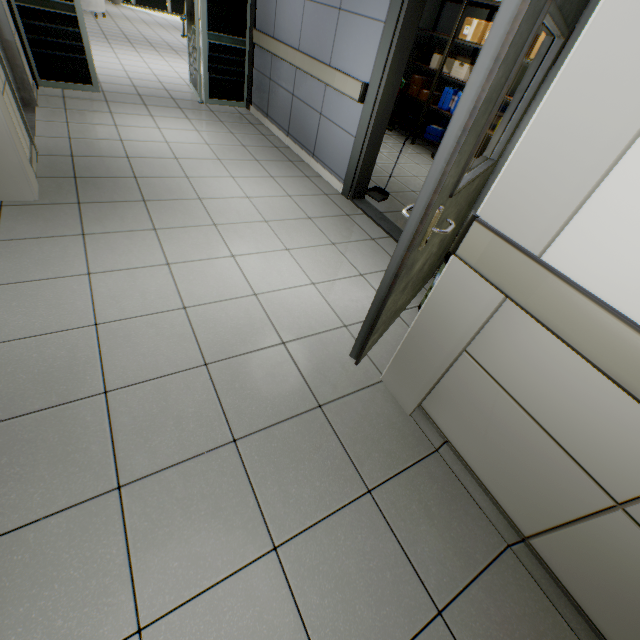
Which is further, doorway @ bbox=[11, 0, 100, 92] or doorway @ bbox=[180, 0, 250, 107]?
doorway @ bbox=[180, 0, 250, 107]

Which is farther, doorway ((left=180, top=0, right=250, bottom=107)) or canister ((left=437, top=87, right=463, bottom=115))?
canister ((left=437, top=87, right=463, bottom=115))

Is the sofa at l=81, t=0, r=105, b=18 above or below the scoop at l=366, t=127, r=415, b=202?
above

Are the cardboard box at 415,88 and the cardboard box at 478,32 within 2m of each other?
yes

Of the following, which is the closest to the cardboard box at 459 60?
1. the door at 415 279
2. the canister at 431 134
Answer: the canister at 431 134

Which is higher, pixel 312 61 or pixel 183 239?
pixel 312 61

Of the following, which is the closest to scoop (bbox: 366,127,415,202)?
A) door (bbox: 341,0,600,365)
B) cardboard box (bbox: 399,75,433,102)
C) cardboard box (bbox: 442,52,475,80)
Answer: door (bbox: 341,0,600,365)

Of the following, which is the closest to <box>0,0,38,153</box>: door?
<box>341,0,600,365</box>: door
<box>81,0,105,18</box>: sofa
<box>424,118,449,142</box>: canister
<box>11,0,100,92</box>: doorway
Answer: <box>11,0,100,92</box>: doorway
